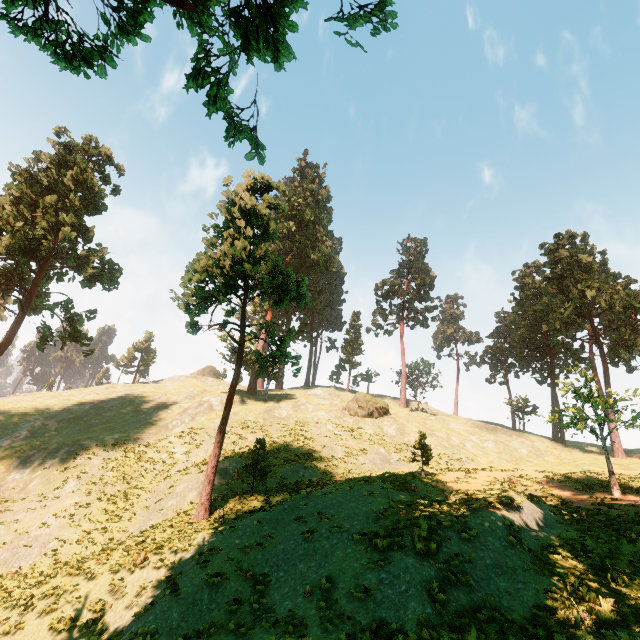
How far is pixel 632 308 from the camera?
40.2m

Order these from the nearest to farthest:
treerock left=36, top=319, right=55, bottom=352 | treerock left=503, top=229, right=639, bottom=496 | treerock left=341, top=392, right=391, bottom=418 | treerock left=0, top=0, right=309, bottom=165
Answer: treerock left=0, top=0, right=309, bottom=165 < treerock left=503, top=229, right=639, bottom=496 < treerock left=36, top=319, right=55, bottom=352 < treerock left=341, top=392, right=391, bottom=418

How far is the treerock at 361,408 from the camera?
41.3m

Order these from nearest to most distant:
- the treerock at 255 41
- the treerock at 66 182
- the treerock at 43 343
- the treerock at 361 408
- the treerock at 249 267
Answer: the treerock at 255 41 < the treerock at 249 267 < the treerock at 66 182 < the treerock at 43 343 < the treerock at 361 408

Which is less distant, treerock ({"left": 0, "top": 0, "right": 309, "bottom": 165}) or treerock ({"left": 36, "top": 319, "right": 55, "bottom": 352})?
treerock ({"left": 0, "top": 0, "right": 309, "bottom": 165})

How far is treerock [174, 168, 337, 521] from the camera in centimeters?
1919cm
